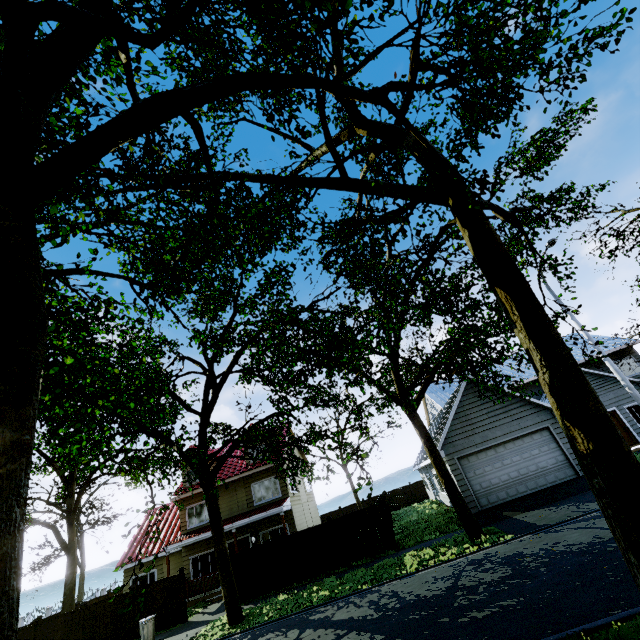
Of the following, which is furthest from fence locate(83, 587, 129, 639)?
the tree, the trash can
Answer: the trash can

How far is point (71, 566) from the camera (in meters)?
20.75

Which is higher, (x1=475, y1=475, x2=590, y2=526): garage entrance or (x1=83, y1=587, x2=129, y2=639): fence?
(x1=83, y1=587, x2=129, y2=639): fence

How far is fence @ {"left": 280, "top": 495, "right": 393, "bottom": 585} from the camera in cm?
1572

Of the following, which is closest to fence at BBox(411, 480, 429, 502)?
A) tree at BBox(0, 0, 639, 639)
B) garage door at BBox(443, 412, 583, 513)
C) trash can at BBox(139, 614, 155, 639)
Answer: tree at BBox(0, 0, 639, 639)

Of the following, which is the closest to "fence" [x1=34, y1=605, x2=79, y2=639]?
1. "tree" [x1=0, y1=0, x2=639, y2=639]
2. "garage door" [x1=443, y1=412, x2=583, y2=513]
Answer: "tree" [x1=0, y1=0, x2=639, y2=639]

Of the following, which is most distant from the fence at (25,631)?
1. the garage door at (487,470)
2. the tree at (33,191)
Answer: the garage door at (487,470)

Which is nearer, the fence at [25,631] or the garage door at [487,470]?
the garage door at [487,470]
